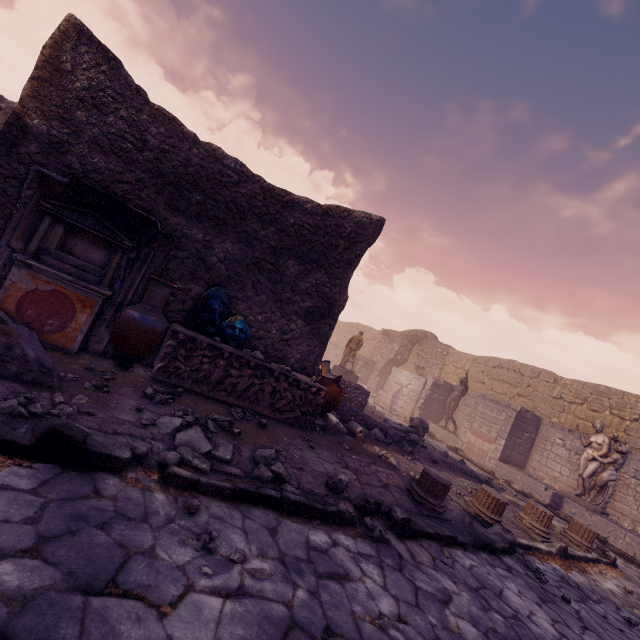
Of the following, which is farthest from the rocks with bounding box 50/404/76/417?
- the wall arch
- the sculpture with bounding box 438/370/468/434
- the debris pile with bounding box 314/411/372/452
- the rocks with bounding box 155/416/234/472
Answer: the wall arch

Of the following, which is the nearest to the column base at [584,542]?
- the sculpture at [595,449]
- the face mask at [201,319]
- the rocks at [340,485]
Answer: the sculpture at [595,449]

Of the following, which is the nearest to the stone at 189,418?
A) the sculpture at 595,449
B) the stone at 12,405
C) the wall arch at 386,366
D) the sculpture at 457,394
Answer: the stone at 12,405

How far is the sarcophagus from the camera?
4.69m

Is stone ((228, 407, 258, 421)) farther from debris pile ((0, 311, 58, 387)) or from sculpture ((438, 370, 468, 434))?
sculpture ((438, 370, 468, 434))

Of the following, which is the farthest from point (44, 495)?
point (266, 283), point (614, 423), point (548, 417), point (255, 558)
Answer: point (548, 417)

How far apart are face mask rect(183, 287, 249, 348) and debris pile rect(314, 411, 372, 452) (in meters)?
1.97

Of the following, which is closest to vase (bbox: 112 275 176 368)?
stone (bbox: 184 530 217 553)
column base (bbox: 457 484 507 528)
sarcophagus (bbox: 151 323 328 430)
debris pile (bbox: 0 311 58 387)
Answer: sarcophagus (bbox: 151 323 328 430)
